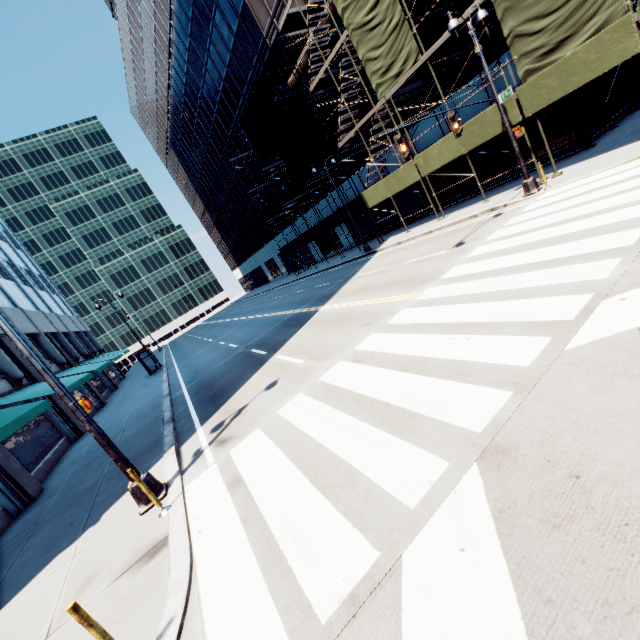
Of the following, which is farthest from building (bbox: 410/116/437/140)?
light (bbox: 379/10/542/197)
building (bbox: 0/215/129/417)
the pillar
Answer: building (bbox: 0/215/129/417)

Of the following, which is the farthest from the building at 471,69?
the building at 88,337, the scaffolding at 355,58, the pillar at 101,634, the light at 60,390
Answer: the building at 88,337

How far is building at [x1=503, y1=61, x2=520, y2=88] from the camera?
15.9m

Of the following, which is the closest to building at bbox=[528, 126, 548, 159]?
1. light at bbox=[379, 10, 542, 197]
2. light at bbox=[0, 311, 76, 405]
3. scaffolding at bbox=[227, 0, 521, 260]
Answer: scaffolding at bbox=[227, 0, 521, 260]

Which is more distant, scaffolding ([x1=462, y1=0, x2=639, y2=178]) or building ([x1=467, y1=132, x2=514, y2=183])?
building ([x1=467, y1=132, x2=514, y2=183])

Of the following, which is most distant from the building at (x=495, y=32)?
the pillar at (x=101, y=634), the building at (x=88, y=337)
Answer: the building at (x=88, y=337)

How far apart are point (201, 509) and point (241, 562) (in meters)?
A: 1.94

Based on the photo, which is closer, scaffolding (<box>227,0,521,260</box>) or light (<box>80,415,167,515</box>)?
light (<box>80,415,167,515</box>)
